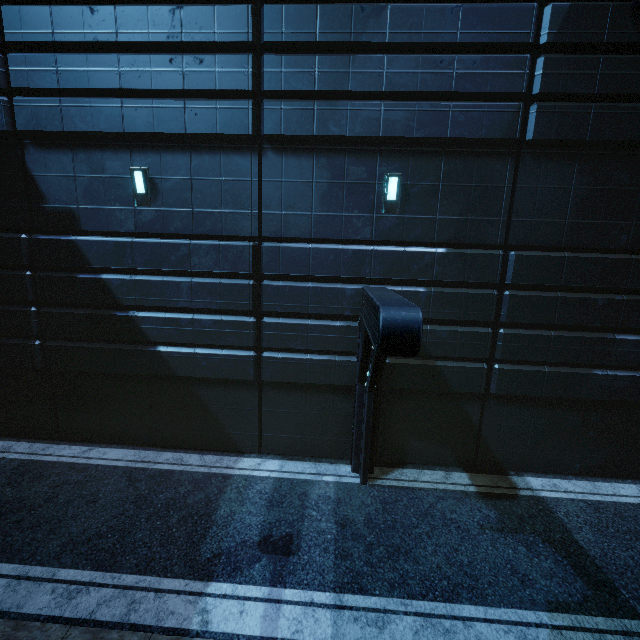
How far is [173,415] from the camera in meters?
9.1 m
